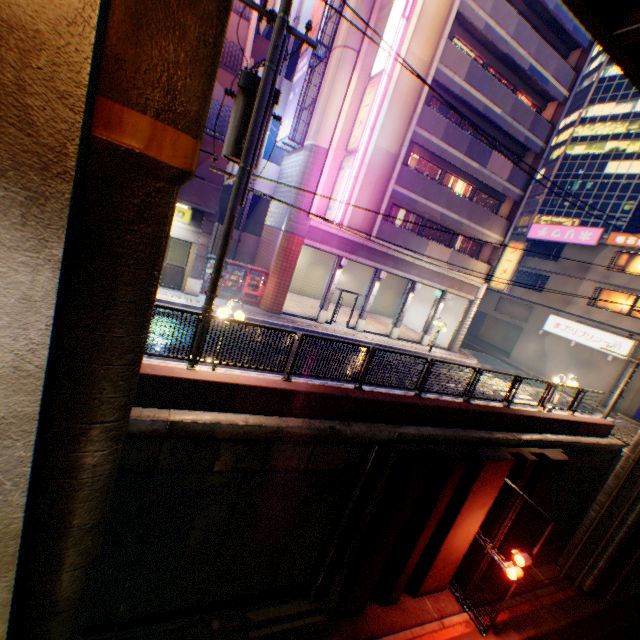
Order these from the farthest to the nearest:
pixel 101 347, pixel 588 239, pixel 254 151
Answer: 1. pixel 588 239
2. pixel 254 151
3. pixel 101 347

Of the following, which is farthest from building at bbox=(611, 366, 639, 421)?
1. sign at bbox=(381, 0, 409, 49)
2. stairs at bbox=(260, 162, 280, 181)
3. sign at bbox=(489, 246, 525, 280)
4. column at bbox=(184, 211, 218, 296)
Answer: column at bbox=(184, 211, 218, 296)

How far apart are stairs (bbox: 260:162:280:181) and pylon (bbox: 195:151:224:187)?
5.6 meters

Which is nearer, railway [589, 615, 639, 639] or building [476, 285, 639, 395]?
railway [589, 615, 639, 639]

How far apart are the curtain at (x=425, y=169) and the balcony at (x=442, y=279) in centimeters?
537cm

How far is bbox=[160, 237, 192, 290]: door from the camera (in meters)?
15.56

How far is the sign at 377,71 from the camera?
14.71m

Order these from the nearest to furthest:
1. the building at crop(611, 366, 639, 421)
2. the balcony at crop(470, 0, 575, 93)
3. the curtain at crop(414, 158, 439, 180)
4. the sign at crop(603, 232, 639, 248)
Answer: the balcony at crop(470, 0, 575, 93) < the curtain at crop(414, 158, 439, 180) < the building at crop(611, 366, 639, 421) < the sign at crop(603, 232, 639, 248)
